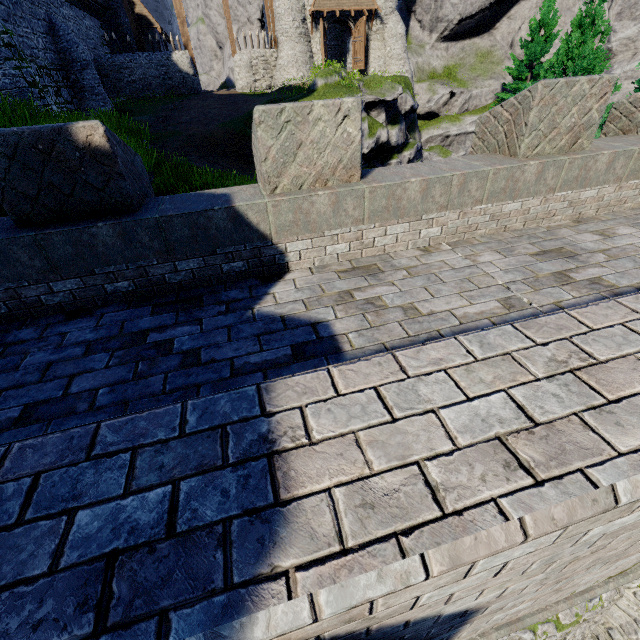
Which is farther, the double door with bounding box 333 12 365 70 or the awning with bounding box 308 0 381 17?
the double door with bounding box 333 12 365 70

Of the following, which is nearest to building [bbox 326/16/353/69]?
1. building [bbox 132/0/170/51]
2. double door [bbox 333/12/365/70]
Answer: double door [bbox 333/12/365/70]

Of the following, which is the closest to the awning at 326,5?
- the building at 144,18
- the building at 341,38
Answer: the building at 341,38

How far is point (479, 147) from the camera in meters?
5.7 m

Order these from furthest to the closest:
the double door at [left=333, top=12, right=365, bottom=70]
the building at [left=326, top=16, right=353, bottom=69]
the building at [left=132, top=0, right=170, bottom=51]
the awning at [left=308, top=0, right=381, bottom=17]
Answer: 1. the building at [left=132, top=0, right=170, bottom=51]
2. the building at [left=326, top=16, right=353, bottom=69]
3. the double door at [left=333, top=12, right=365, bottom=70]
4. the awning at [left=308, top=0, right=381, bottom=17]

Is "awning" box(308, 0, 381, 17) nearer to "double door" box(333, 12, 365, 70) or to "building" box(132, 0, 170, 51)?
"double door" box(333, 12, 365, 70)

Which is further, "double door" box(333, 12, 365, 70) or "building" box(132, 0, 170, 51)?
"building" box(132, 0, 170, 51)

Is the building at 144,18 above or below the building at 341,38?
above
